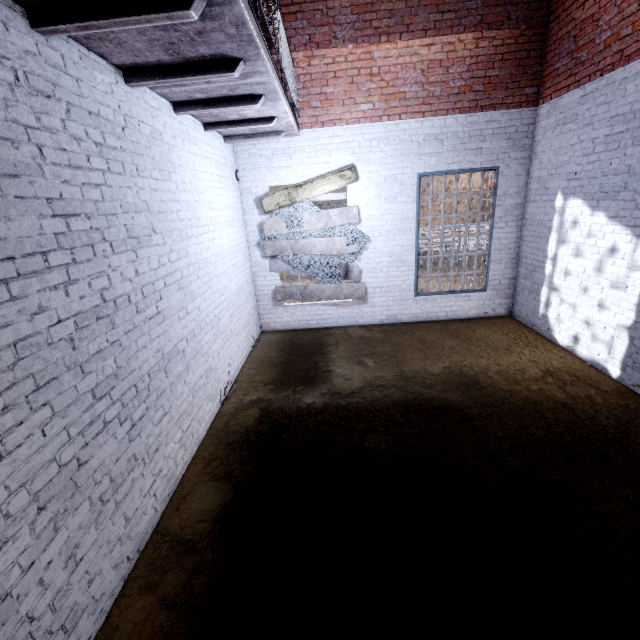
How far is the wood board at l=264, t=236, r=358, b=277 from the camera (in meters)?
6.73

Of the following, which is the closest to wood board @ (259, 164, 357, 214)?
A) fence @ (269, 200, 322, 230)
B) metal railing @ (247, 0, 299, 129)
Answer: fence @ (269, 200, 322, 230)

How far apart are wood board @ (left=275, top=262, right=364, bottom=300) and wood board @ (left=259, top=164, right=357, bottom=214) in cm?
9

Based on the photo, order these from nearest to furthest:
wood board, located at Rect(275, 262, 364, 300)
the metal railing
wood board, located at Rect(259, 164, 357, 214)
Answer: the metal railing → wood board, located at Rect(259, 164, 357, 214) → wood board, located at Rect(275, 262, 364, 300)

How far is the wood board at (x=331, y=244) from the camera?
6.7 meters

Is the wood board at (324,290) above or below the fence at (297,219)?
below

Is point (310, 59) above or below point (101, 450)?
above
